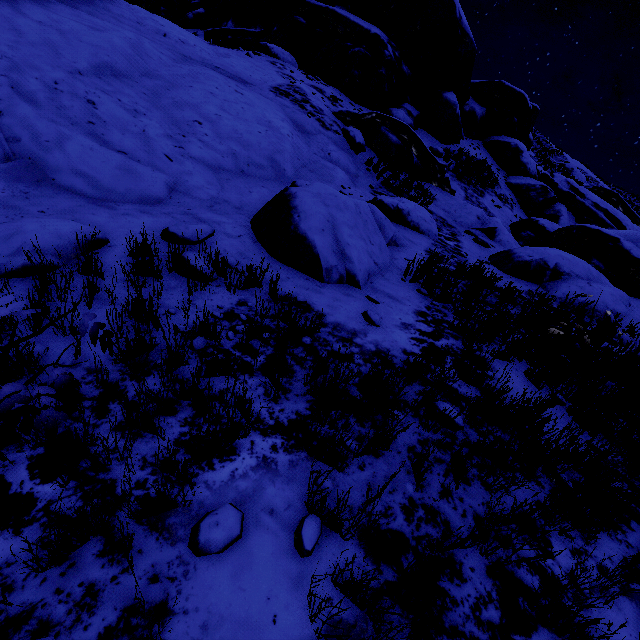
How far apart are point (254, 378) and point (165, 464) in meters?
1.0

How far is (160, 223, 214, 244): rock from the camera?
4.11m

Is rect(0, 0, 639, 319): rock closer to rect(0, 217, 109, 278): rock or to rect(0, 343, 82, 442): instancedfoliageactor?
rect(0, 217, 109, 278): rock

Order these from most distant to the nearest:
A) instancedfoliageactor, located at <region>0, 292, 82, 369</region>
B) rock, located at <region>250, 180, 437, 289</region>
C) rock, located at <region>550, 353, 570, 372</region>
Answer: rock, located at <region>250, 180, 437, 289</region> < rock, located at <region>550, 353, 570, 372</region> < instancedfoliageactor, located at <region>0, 292, 82, 369</region>

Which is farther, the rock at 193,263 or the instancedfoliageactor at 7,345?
the rock at 193,263

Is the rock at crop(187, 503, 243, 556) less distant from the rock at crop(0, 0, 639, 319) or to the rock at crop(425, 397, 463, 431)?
the rock at crop(0, 0, 639, 319)

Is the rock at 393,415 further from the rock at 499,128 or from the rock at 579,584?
the rock at 579,584
